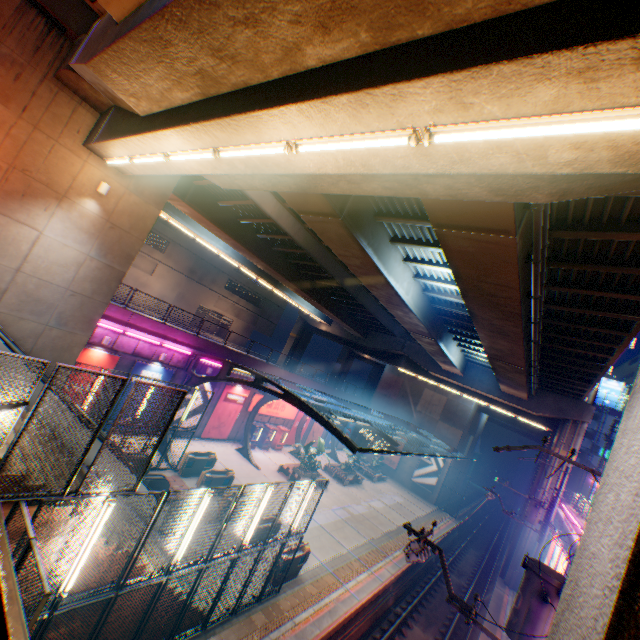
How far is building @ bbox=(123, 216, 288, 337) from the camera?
37.9m

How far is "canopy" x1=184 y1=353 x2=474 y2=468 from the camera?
15.2 meters

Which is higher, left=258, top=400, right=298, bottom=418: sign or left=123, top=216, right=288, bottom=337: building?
left=123, top=216, right=288, bottom=337: building

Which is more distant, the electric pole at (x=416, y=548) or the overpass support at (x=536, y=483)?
the overpass support at (x=536, y=483)

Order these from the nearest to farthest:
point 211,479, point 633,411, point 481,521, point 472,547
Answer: point 633,411 → point 211,479 → point 472,547 → point 481,521

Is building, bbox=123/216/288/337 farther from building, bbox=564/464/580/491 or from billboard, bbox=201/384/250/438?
building, bbox=564/464/580/491

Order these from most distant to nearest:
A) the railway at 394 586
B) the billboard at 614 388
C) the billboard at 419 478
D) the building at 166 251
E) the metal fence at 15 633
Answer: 1. the billboard at 614 388
2. the building at 166 251
3. the billboard at 419 478
4. the railway at 394 586
5. the metal fence at 15 633

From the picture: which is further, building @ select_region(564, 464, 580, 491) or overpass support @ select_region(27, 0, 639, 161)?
building @ select_region(564, 464, 580, 491)
